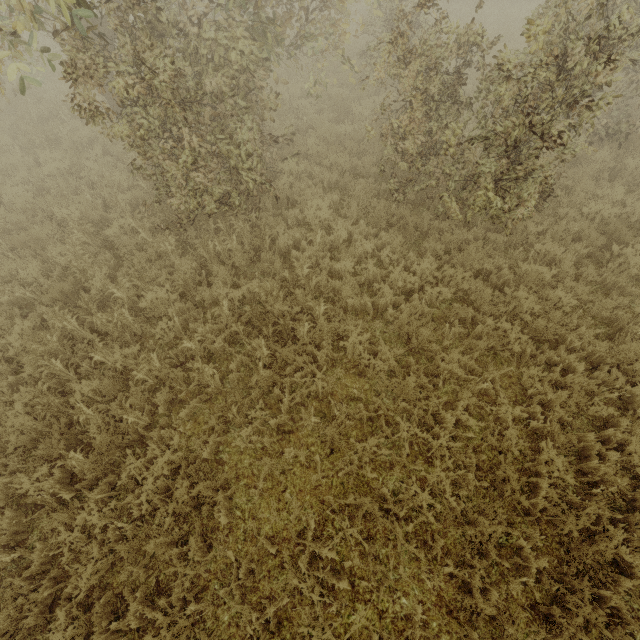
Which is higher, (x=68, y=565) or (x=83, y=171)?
(x=83, y=171)

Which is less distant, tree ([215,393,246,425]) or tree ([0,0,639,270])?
tree ([0,0,639,270])

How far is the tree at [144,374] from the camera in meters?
4.9

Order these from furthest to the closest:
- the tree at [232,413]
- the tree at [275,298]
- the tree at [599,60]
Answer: the tree at [275,298], the tree at [232,413], the tree at [599,60]

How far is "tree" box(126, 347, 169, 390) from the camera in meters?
4.9 m

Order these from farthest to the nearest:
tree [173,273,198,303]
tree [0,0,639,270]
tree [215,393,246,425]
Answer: tree [173,273,198,303] → tree [215,393,246,425] → tree [0,0,639,270]
